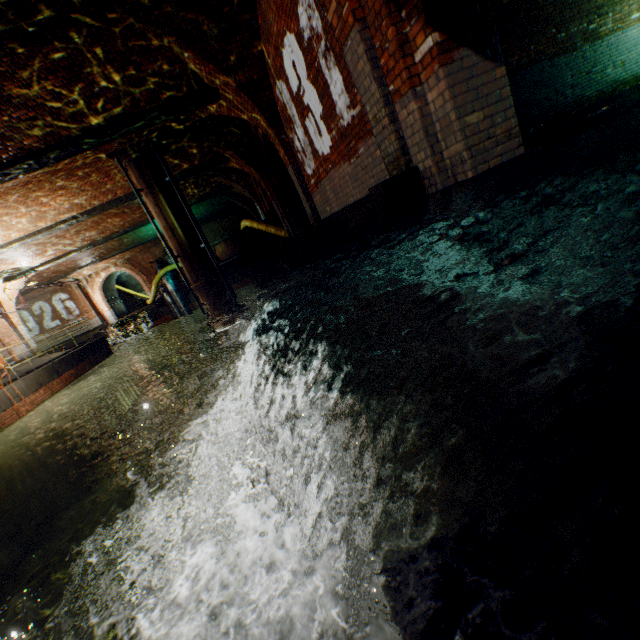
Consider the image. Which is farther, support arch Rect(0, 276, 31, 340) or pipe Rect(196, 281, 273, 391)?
support arch Rect(0, 276, 31, 340)

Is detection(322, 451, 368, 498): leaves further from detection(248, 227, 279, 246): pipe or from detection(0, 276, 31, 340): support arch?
detection(0, 276, 31, 340): support arch

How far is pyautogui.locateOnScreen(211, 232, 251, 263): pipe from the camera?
16.3m

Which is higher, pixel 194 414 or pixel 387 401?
pixel 387 401

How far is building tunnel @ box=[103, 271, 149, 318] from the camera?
28.31m

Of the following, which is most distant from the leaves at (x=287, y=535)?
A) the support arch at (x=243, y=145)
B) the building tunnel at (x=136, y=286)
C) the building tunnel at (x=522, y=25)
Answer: the building tunnel at (x=136, y=286)

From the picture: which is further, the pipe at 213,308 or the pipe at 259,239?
the pipe at 259,239

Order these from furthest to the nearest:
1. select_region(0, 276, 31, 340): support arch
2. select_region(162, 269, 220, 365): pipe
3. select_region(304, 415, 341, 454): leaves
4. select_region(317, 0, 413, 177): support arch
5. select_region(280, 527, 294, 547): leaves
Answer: select_region(162, 269, 220, 365): pipe, select_region(0, 276, 31, 340): support arch, select_region(317, 0, 413, 177): support arch, select_region(304, 415, 341, 454): leaves, select_region(280, 527, 294, 547): leaves
